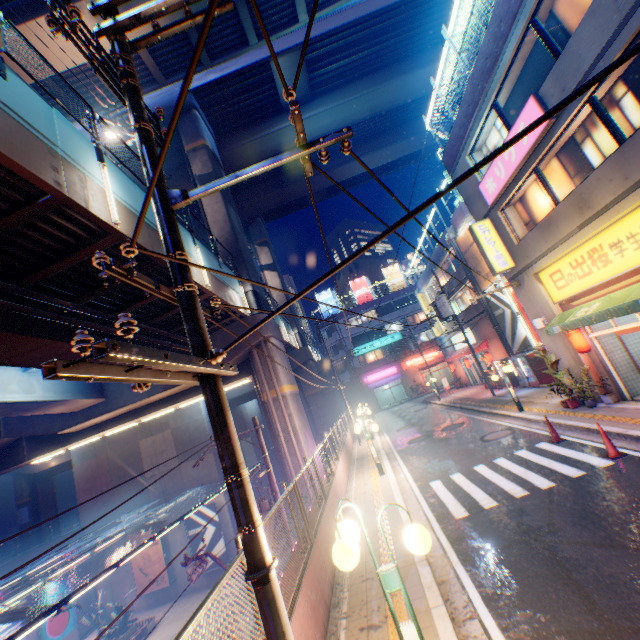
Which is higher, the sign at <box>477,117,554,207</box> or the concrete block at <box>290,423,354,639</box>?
the sign at <box>477,117,554,207</box>

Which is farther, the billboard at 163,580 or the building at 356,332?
the building at 356,332

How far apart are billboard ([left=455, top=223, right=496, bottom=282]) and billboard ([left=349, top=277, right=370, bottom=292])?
28.5m

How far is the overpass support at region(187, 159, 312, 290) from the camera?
19.53m

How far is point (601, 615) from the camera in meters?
4.1

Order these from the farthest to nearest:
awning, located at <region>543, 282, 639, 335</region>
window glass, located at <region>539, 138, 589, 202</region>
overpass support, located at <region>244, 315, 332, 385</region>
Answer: overpass support, located at <region>244, 315, 332, 385</region> → window glass, located at <region>539, 138, 589, 202</region> → awning, located at <region>543, 282, 639, 335</region>

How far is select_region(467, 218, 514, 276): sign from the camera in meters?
13.9 m

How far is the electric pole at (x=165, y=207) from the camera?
3.42m
